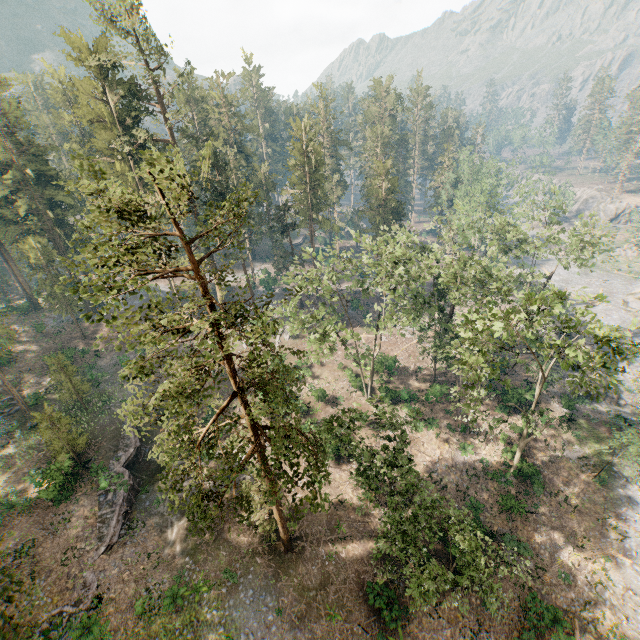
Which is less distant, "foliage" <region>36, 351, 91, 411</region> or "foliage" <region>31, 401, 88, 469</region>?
"foliage" <region>31, 401, 88, 469</region>

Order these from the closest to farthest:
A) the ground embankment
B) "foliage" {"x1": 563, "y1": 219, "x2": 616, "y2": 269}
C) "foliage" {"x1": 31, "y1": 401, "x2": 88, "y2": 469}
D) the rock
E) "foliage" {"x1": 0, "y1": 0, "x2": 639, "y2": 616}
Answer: "foliage" {"x1": 0, "y1": 0, "x2": 639, "y2": 616}
the ground embankment
"foliage" {"x1": 31, "y1": 401, "x2": 88, "y2": 469}
"foliage" {"x1": 563, "y1": 219, "x2": 616, "y2": 269}
the rock

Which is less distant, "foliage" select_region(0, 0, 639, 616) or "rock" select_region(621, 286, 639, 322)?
"foliage" select_region(0, 0, 639, 616)

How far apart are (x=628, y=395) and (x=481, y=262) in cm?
3028

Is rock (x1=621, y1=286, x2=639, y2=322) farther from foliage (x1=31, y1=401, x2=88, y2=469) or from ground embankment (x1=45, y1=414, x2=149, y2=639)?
ground embankment (x1=45, y1=414, x2=149, y2=639)

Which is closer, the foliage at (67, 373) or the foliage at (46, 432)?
the foliage at (46, 432)

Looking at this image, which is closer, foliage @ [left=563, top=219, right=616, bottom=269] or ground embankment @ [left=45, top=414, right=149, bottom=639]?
ground embankment @ [left=45, top=414, right=149, bottom=639]

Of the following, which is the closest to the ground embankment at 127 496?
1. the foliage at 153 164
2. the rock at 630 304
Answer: the foliage at 153 164
